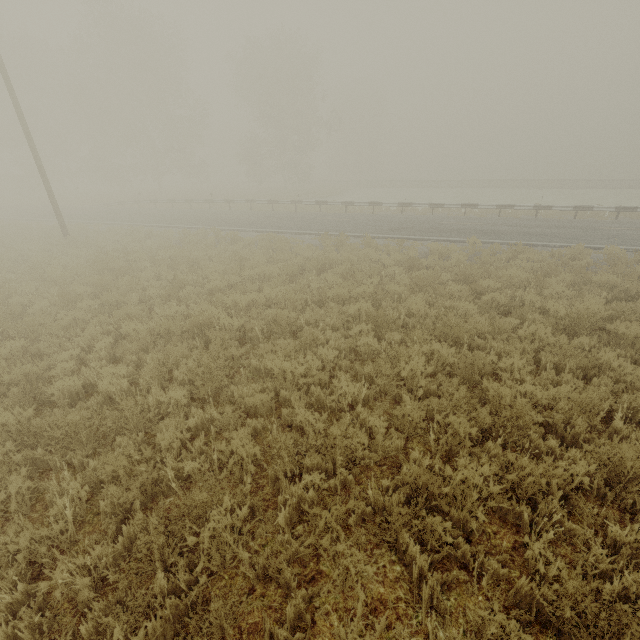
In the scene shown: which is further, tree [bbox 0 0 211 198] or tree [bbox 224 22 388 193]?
tree [bbox 224 22 388 193]

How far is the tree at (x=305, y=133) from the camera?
35.4 meters

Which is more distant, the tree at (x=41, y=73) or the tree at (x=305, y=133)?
the tree at (x=305, y=133)

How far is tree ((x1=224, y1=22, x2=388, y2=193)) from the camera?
35.38m

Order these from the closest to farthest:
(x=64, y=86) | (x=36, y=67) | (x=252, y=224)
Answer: (x=252, y=224)
(x=64, y=86)
(x=36, y=67)
